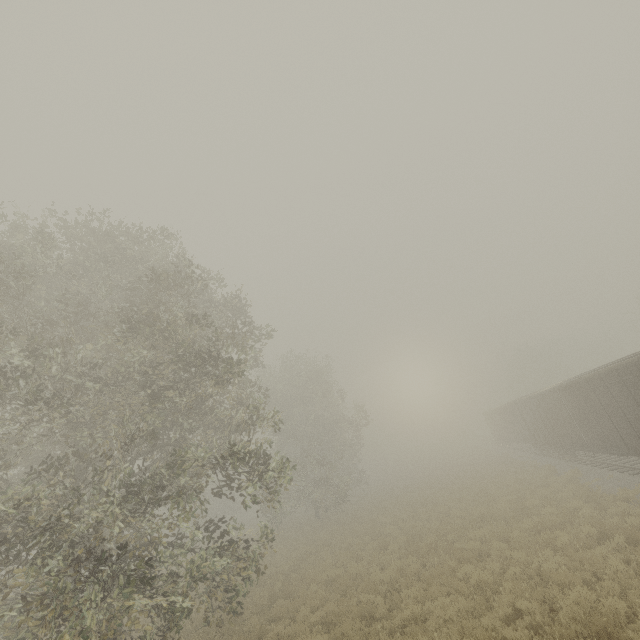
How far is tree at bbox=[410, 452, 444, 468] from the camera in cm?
5441

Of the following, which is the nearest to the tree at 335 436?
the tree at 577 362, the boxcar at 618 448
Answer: the boxcar at 618 448

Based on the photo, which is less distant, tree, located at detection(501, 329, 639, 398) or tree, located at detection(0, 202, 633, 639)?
tree, located at detection(0, 202, 633, 639)

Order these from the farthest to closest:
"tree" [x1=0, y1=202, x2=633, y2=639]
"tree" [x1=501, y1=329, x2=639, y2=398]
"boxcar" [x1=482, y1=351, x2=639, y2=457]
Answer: "tree" [x1=501, y1=329, x2=639, y2=398] → "boxcar" [x1=482, y1=351, x2=639, y2=457] → "tree" [x1=0, y1=202, x2=633, y2=639]

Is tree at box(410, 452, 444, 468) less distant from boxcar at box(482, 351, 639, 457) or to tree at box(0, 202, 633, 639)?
boxcar at box(482, 351, 639, 457)

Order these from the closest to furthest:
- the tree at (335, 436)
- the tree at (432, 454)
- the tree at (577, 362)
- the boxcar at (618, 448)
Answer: the tree at (335, 436)
the boxcar at (618, 448)
the tree at (577, 362)
the tree at (432, 454)

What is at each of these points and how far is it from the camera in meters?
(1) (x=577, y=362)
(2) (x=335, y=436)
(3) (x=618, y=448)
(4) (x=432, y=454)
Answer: (1) tree, 59.4
(2) tree, 36.2
(3) boxcar, 14.8
(4) tree, 59.6

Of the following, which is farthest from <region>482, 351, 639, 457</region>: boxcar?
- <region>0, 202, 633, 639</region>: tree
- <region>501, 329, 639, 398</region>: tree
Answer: <region>0, 202, 633, 639</region>: tree
